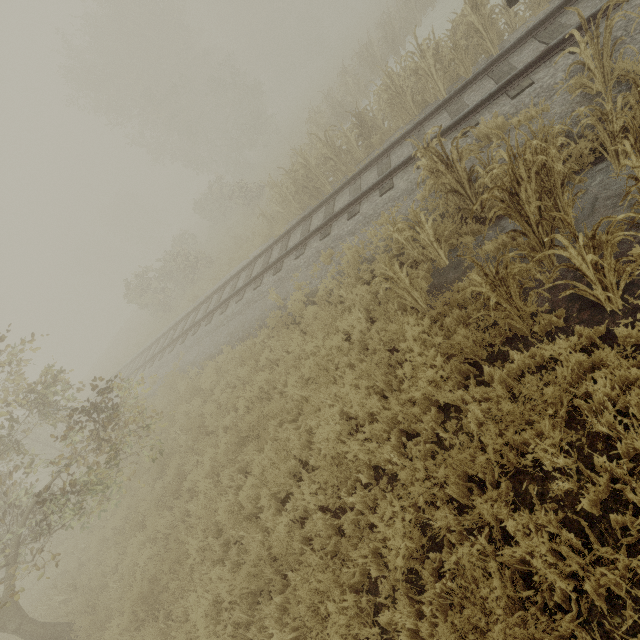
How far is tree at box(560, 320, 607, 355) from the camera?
3.53m

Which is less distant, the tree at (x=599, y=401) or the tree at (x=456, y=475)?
Answer: the tree at (x=599, y=401)

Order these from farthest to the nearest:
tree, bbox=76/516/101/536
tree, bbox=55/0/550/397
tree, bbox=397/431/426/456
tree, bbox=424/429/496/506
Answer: tree, bbox=55/0/550/397 → tree, bbox=76/516/101/536 → tree, bbox=397/431/426/456 → tree, bbox=424/429/496/506

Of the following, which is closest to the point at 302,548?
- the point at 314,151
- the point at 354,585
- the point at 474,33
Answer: the point at 354,585

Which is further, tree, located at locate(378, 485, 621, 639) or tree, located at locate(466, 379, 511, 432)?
tree, located at locate(466, 379, 511, 432)

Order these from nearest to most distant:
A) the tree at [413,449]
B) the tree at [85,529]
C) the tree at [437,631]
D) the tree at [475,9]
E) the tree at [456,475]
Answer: the tree at [437,631], the tree at [456,475], the tree at [413,449], the tree at [85,529], the tree at [475,9]
